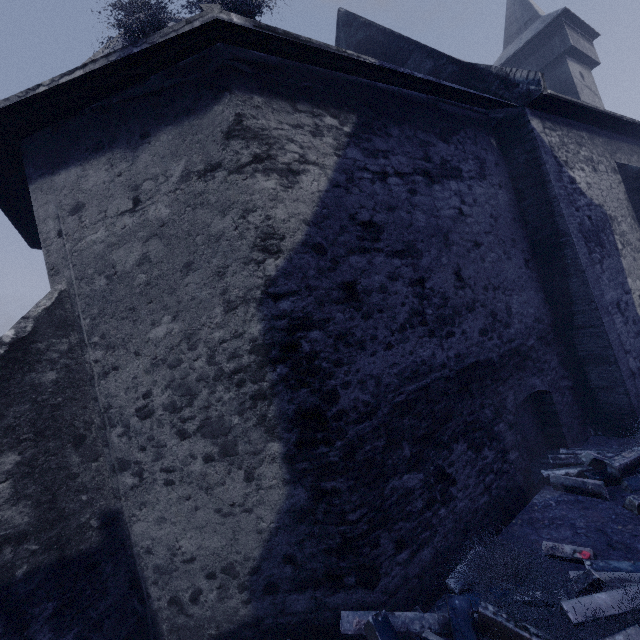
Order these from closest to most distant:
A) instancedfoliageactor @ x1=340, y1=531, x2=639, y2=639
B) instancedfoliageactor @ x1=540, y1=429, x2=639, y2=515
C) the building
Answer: instancedfoliageactor @ x1=340, y1=531, x2=639, y2=639 < the building < instancedfoliageactor @ x1=540, y1=429, x2=639, y2=515

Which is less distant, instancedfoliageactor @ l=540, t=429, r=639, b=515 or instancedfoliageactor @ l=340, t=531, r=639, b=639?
instancedfoliageactor @ l=340, t=531, r=639, b=639

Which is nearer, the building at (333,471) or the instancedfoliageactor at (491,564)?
the instancedfoliageactor at (491,564)

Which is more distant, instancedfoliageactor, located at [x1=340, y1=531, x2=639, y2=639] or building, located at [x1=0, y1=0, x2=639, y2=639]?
building, located at [x1=0, y1=0, x2=639, y2=639]

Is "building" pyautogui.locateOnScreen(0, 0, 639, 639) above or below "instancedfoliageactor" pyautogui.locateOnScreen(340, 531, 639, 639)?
above

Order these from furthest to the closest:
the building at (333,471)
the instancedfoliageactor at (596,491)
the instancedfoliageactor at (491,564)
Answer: the instancedfoliageactor at (596,491)
the building at (333,471)
the instancedfoliageactor at (491,564)

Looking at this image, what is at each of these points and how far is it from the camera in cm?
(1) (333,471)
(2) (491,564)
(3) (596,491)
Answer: (1) building, 361
(2) instancedfoliageactor, 371
(3) instancedfoliageactor, 476
